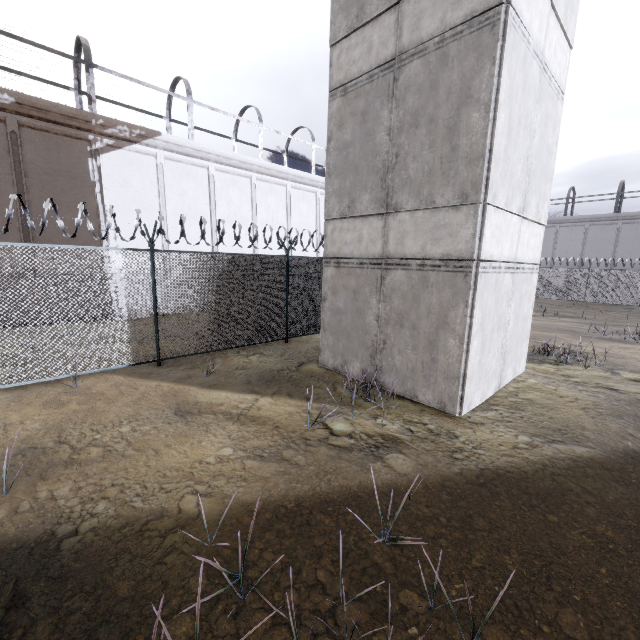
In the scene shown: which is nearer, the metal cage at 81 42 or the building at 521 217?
the building at 521 217

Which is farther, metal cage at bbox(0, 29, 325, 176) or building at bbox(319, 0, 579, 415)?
metal cage at bbox(0, 29, 325, 176)

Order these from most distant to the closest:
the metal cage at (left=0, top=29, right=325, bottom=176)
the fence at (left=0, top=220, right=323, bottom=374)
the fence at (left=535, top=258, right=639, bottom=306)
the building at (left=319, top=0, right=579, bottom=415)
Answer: the fence at (left=535, top=258, right=639, bottom=306), the metal cage at (left=0, top=29, right=325, bottom=176), the fence at (left=0, top=220, right=323, bottom=374), the building at (left=319, top=0, right=579, bottom=415)

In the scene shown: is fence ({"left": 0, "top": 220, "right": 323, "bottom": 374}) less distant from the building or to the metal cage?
the building

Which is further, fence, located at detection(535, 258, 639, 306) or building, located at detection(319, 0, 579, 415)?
fence, located at detection(535, 258, 639, 306)

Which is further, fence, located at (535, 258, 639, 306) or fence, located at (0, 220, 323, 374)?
fence, located at (535, 258, 639, 306)

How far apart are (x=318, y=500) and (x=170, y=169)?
16.4m

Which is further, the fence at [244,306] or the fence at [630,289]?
the fence at [630,289]
